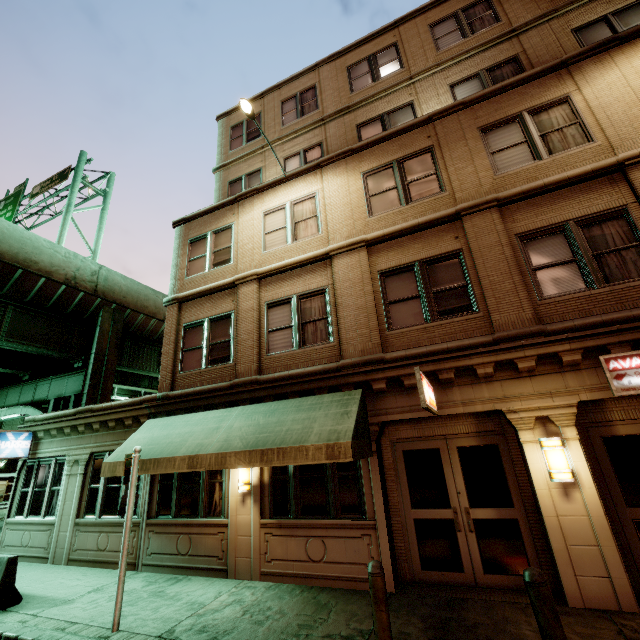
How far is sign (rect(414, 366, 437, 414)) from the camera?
5.1 meters

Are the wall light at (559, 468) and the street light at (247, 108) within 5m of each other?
no

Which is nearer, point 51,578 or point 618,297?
point 618,297

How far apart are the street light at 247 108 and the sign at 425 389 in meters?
8.4 m

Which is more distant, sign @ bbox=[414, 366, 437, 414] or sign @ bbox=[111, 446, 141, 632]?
sign @ bbox=[111, 446, 141, 632]

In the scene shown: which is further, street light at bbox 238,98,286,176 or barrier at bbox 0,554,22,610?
street light at bbox 238,98,286,176

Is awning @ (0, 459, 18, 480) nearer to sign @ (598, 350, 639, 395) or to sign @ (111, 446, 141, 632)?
sign @ (111, 446, 141, 632)

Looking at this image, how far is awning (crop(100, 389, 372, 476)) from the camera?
6.47m
